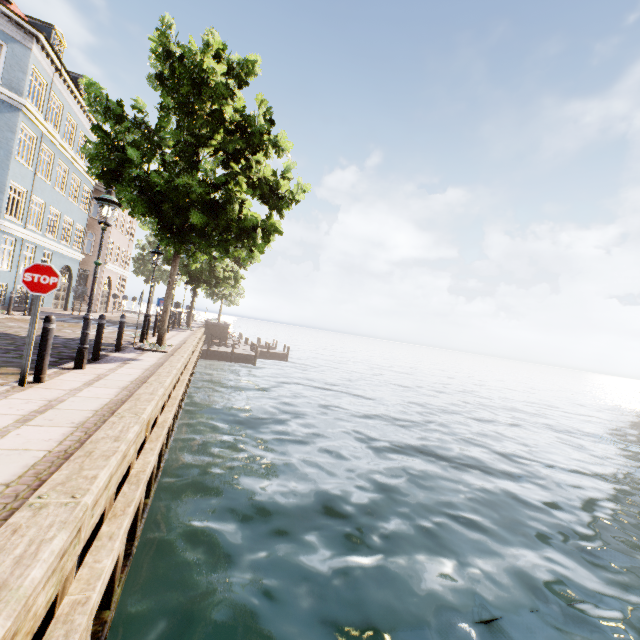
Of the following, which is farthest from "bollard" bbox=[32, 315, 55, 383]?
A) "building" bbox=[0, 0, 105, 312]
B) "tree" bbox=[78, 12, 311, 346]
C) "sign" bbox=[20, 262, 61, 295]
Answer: "building" bbox=[0, 0, 105, 312]

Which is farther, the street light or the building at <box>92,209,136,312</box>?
the building at <box>92,209,136,312</box>

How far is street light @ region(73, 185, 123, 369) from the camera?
6.6m

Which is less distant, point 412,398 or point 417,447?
point 417,447

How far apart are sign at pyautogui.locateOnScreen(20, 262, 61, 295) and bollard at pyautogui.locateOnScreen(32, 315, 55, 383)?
0.5m

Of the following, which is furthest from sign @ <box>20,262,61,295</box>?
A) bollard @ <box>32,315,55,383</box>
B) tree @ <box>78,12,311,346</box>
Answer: tree @ <box>78,12,311,346</box>

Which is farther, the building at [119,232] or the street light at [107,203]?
the building at [119,232]
